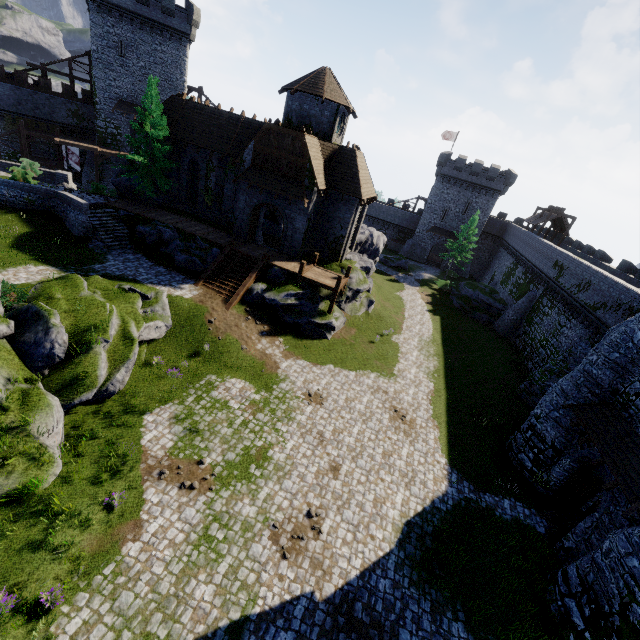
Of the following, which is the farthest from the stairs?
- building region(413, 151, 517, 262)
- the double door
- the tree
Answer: building region(413, 151, 517, 262)

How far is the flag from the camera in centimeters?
3721cm

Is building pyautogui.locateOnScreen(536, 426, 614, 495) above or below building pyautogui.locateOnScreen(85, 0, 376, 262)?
below

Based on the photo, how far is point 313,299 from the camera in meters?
24.4 m

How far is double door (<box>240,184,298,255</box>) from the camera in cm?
2506

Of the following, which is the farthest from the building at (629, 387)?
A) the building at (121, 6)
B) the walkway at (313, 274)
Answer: the building at (121, 6)

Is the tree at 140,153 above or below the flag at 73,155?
above

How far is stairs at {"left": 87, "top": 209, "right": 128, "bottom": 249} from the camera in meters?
24.0 m
